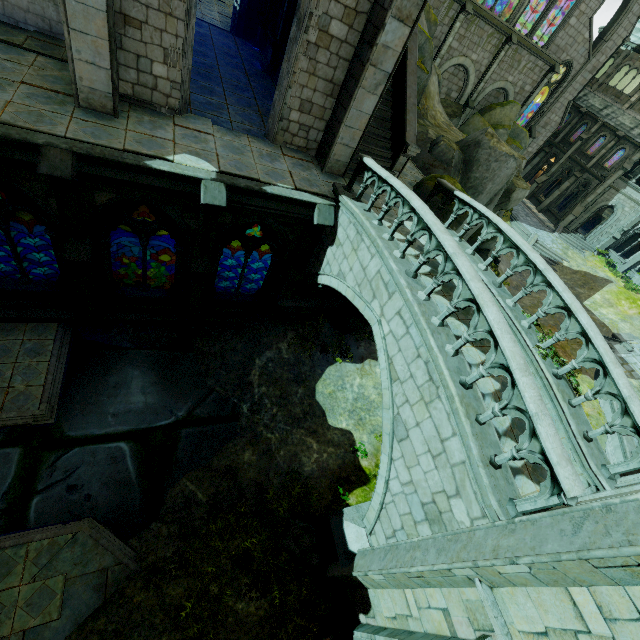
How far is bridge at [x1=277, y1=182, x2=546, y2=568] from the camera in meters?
5.7

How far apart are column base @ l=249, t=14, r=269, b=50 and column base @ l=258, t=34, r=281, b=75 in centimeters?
193cm

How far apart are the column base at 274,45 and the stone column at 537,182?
34.3 meters

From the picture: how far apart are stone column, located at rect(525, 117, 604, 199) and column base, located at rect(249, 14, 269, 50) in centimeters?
3391cm

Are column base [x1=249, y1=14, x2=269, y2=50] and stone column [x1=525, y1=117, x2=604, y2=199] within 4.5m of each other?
no

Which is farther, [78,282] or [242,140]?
[242,140]

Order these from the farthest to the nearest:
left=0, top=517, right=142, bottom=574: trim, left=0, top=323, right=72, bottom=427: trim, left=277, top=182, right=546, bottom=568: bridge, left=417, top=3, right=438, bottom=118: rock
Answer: left=417, top=3, right=438, bottom=118: rock, left=0, top=323, right=72, bottom=427: trim, left=0, top=517, right=142, bottom=574: trim, left=277, top=182, right=546, bottom=568: bridge

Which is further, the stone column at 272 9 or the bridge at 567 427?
the stone column at 272 9
